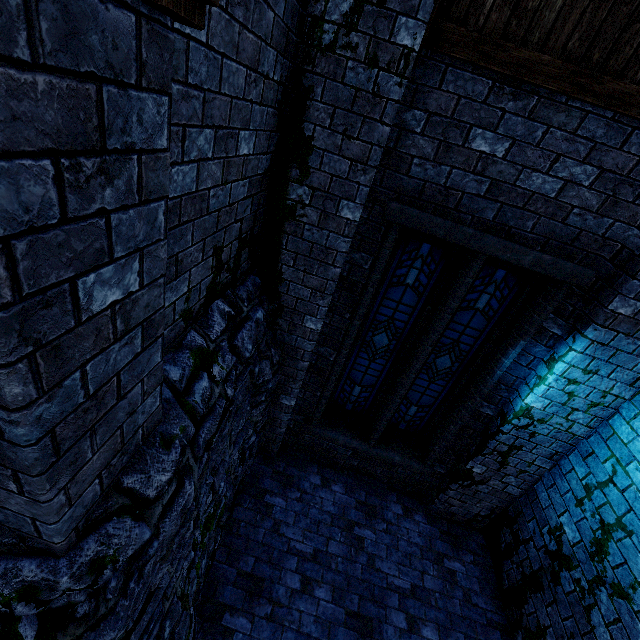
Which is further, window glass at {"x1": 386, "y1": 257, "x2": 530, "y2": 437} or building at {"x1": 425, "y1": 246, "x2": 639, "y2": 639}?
window glass at {"x1": 386, "y1": 257, "x2": 530, "y2": 437}

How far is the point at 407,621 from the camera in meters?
4.3 m

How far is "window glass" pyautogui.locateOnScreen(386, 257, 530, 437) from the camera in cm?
409

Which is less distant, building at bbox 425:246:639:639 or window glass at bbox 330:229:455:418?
building at bbox 425:246:639:639

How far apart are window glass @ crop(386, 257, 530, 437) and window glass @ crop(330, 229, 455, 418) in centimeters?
22cm

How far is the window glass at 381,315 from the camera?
4.11m

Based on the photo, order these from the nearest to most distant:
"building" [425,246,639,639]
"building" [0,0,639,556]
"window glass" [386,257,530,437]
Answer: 1. "building" [0,0,639,556]
2. "building" [425,246,639,639]
3. "window glass" [386,257,530,437]

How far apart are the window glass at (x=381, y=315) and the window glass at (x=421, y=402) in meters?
0.2
